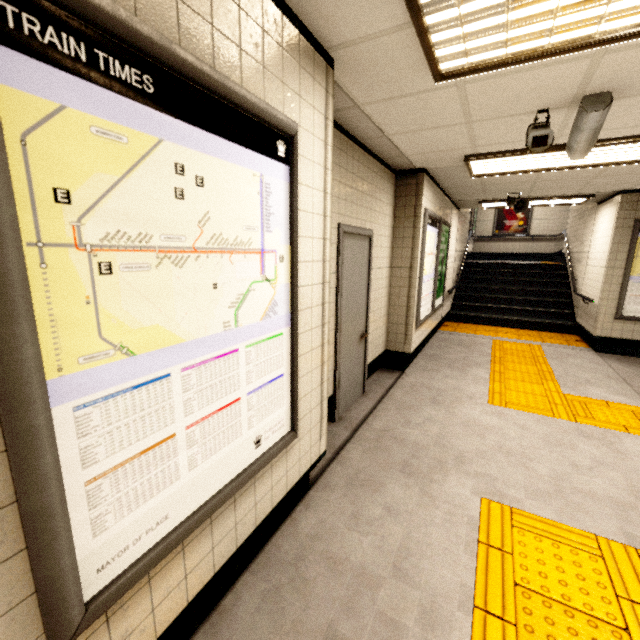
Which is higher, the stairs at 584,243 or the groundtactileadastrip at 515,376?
the stairs at 584,243

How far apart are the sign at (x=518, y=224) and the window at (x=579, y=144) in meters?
12.1

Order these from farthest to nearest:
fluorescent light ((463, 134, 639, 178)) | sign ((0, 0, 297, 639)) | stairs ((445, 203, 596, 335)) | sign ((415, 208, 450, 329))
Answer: stairs ((445, 203, 596, 335)) → sign ((415, 208, 450, 329)) → fluorescent light ((463, 134, 639, 178)) → sign ((0, 0, 297, 639))

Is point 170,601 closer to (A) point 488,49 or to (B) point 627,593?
(B) point 627,593

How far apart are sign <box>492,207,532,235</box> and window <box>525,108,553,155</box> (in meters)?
11.99

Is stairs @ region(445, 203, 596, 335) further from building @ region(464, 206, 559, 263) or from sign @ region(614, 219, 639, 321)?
sign @ region(614, 219, 639, 321)

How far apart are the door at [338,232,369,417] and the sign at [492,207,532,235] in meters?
11.9 m

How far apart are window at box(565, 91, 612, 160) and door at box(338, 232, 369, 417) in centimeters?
192cm
